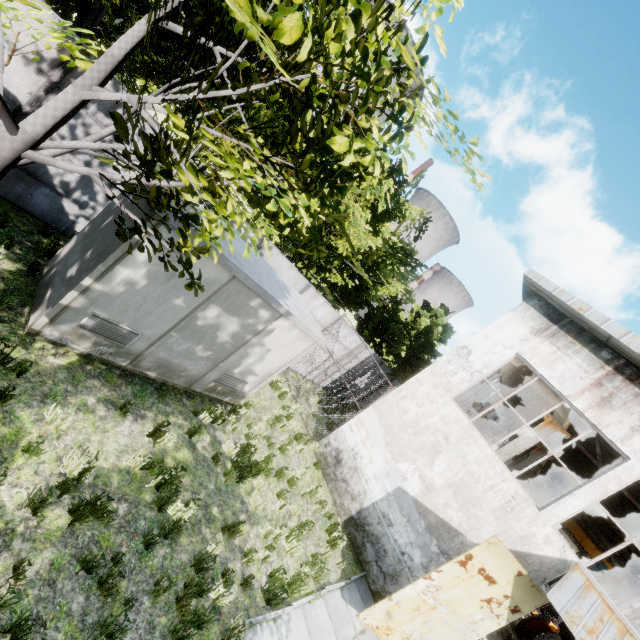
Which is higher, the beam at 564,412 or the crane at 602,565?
the beam at 564,412

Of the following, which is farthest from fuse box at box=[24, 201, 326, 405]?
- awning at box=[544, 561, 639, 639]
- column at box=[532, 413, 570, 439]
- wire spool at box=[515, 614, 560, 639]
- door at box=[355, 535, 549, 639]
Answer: wire spool at box=[515, 614, 560, 639]

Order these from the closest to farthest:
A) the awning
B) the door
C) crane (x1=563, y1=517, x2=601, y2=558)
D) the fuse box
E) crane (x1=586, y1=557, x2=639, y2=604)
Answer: the fuse box
the awning
the door
crane (x1=586, y1=557, x2=639, y2=604)
crane (x1=563, y1=517, x2=601, y2=558)

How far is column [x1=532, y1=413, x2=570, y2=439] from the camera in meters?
12.5

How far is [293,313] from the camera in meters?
7.9

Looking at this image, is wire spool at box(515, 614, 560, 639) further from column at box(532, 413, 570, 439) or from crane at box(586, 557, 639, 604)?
column at box(532, 413, 570, 439)

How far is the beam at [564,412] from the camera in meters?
10.6 m

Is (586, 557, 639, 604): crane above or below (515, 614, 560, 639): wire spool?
above
